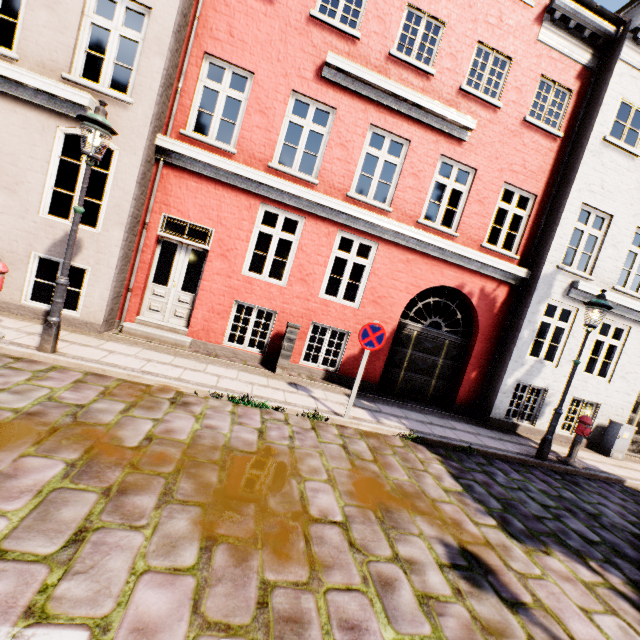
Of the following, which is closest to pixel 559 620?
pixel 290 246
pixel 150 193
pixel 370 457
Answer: pixel 370 457

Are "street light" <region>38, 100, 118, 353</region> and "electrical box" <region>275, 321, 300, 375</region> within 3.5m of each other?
no

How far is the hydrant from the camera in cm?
741

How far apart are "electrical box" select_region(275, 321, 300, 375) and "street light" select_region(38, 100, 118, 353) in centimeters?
409cm

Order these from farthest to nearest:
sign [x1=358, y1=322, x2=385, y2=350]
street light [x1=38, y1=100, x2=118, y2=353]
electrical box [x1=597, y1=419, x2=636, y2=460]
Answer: A: electrical box [x1=597, y1=419, x2=636, y2=460] < sign [x1=358, y1=322, x2=385, y2=350] < street light [x1=38, y1=100, x2=118, y2=353]

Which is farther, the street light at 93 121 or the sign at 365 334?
the sign at 365 334

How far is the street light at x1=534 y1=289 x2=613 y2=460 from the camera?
6.8 meters

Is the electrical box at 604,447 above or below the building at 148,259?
below
